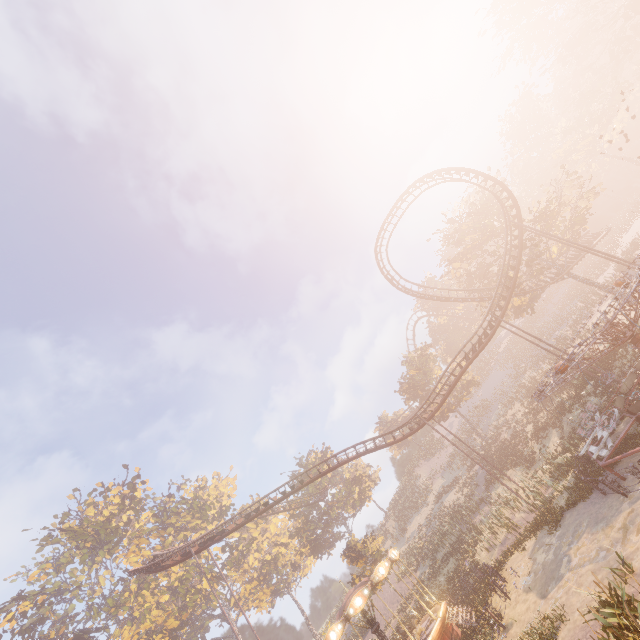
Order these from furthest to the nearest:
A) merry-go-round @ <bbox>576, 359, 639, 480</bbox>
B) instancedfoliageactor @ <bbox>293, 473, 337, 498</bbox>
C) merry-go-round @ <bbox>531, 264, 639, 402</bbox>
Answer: instancedfoliageactor @ <bbox>293, 473, 337, 498</bbox>
merry-go-round @ <bbox>576, 359, 639, 480</bbox>
merry-go-round @ <bbox>531, 264, 639, 402</bbox>

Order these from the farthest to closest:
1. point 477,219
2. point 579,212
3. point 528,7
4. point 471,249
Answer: point 528,7 → point 477,219 → point 471,249 → point 579,212

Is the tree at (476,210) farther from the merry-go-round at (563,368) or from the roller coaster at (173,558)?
the merry-go-round at (563,368)

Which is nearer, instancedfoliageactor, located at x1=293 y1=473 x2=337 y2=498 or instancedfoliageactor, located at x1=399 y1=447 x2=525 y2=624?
instancedfoliageactor, located at x1=399 y1=447 x2=525 y2=624

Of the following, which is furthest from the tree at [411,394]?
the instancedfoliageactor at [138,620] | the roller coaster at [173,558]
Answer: the instancedfoliageactor at [138,620]

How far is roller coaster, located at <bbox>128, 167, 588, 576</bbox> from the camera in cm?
2662

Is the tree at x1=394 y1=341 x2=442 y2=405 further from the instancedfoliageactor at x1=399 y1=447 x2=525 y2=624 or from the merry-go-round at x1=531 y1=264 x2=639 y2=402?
the instancedfoliageactor at x1=399 y1=447 x2=525 y2=624
